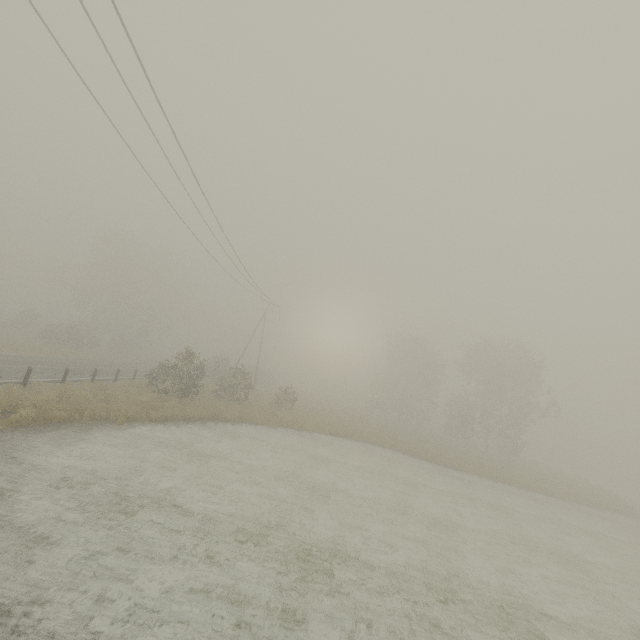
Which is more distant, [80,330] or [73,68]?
[80,330]
